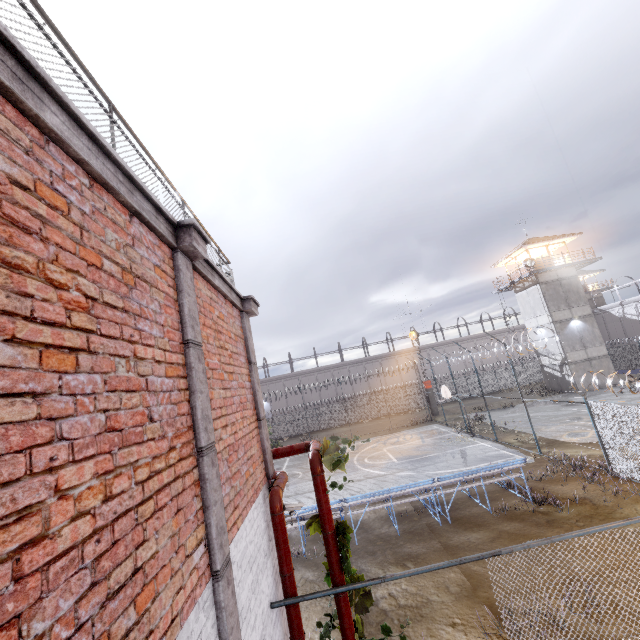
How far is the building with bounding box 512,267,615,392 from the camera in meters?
30.0 m

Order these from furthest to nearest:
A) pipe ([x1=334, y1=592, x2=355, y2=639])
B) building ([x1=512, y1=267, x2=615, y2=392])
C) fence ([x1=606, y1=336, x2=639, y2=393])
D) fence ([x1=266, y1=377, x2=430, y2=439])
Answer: fence ([x1=266, y1=377, x2=430, y2=439]) < building ([x1=512, y1=267, x2=615, y2=392]) < fence ([x1=606, y1=336, x2=639, y2=393]) < pipe ([x1=334, y1=592, x2=355, y2=639])

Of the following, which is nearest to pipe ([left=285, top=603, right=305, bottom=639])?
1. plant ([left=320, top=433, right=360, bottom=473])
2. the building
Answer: plant ([left=320, top=433, right=360, bottom=473])

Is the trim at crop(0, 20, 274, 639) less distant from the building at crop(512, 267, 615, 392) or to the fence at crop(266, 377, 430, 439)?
the fence at crop(266, 377, 430, 439)

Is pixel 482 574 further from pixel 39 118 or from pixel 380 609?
pixel 39 118

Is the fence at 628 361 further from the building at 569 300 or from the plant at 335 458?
the building at 569 300

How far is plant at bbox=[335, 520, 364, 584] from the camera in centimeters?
453cm

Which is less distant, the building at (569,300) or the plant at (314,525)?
the plant at (314,525)
